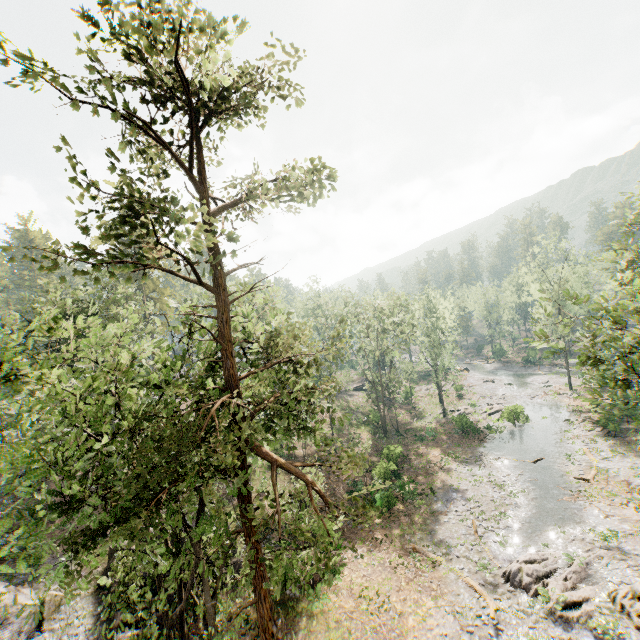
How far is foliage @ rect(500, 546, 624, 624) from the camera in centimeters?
1652cm

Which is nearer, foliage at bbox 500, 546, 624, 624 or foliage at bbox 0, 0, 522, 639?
foliage at bbox 0, 0, 522, 639

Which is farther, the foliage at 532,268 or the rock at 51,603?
the rock at 51,603

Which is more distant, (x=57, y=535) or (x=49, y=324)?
(x=57, y=535)

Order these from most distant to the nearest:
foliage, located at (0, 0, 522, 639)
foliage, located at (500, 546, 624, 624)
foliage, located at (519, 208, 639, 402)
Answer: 1. foliage, located at (500, 546, 624, 624)
2. foliage, located at (519, 208, 639, 402)
3. foliage, located at (0, 0, 522, 639)

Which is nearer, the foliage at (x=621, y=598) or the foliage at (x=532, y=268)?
the foliage at (x=532, y=268)
